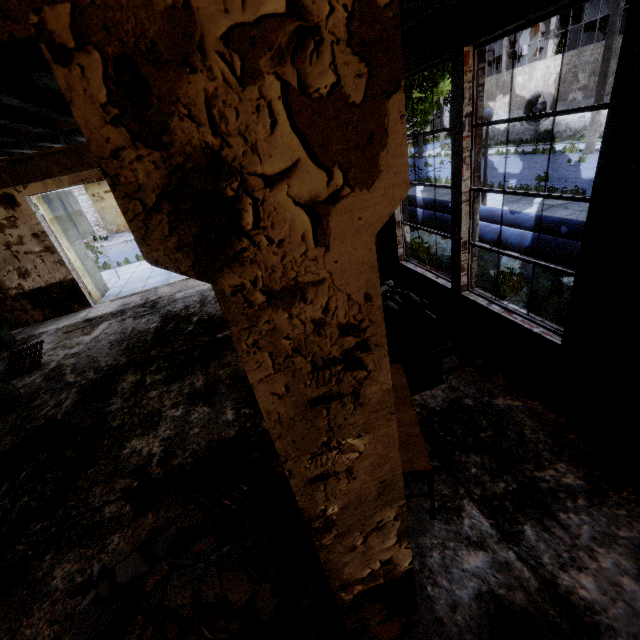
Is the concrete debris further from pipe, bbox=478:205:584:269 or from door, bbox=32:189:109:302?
door, bbox=32:189:109:302

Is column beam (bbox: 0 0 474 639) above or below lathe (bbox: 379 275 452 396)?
above

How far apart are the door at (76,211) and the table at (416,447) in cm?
1142

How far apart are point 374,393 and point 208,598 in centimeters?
291cm

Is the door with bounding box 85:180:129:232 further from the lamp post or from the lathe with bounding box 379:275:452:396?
the lamp post

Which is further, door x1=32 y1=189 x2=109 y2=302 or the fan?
the fan

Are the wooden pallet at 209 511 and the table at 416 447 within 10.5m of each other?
yes

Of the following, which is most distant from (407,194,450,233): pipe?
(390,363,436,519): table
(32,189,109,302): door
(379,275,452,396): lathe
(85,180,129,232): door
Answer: (85,180,129,232): door
